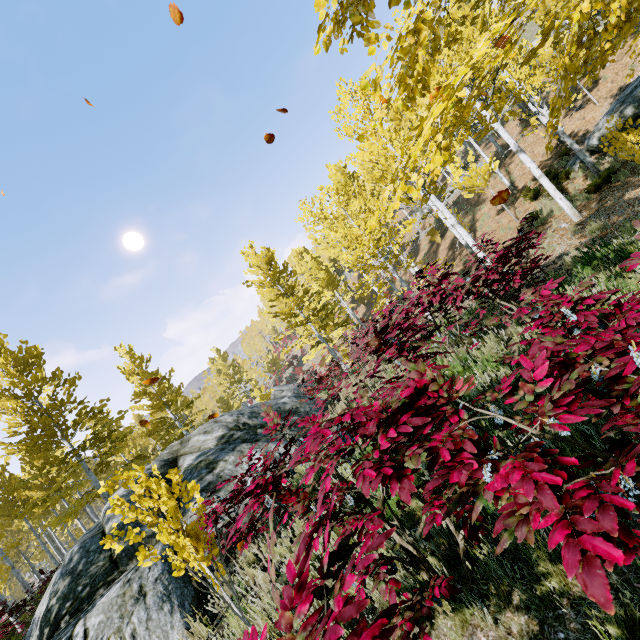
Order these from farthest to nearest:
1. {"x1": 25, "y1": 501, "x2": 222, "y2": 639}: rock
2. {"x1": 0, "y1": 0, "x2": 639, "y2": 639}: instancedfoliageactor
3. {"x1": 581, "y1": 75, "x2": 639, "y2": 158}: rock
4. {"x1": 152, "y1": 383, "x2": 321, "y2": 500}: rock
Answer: {"x1": 581, "y1": 75, "x2": 639, "y2": 158}: rock
{"x1": 152, "y1": 383, "x2": 321, "y2": 500}: rock
{"x1": 25, "y1": 501, "x2": 222, "y2": 639}: rock
{"x1": 0, "y1": 0, "x2": 639, "y2": 639}: instancedfoliageactor

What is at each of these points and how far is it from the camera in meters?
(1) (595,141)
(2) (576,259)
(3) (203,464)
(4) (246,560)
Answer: (1) rock, 13.9 m
(2) instancedfoliageactor, 5.7 m
(3) rock, 7.4 m
(4) rock, 4.5 m

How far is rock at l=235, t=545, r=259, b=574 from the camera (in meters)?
4.29

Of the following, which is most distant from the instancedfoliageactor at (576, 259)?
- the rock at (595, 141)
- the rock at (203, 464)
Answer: the rock at (203, 464)

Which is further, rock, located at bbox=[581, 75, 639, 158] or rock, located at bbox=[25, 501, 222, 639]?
rock, located at bbox=[581, 75, 639, 158]

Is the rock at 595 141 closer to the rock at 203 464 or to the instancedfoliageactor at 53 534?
the instancedfoliageactor at 53 534

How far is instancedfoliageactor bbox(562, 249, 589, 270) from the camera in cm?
537

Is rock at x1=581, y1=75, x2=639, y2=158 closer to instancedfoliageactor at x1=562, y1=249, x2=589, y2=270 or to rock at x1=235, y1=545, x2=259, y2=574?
instancedfoliageactor at x1=562, y1=249, x2=589, y2=270
